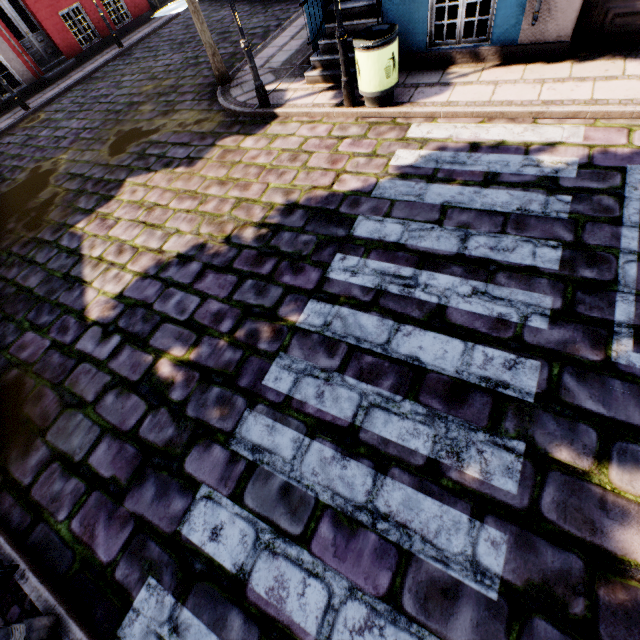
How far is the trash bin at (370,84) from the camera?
5.0m

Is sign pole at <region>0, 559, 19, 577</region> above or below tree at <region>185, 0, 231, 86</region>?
below

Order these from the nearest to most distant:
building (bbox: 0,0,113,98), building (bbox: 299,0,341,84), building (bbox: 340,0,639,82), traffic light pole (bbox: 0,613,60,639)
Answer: traffic light pole (bbox: 0,613,60,639) → building (bbox: 340,0,639,82) → building (bbox: 299,0,341,84) → building (bbox: 0,0,113,98)

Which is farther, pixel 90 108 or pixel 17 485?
pixel 90 108

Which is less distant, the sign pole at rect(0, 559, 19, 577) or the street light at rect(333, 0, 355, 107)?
the sign pole at rect(0, 559, 19, 577)

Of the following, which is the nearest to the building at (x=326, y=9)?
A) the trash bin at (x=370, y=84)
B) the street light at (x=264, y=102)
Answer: the trash bin at (x=370, y=84)

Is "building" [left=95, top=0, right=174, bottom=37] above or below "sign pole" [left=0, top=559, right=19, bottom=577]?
above

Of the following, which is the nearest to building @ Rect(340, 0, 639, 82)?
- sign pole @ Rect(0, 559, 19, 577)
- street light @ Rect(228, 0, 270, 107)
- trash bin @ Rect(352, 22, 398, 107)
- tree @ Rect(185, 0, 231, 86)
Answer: trash bin @ Rect(352, 22, 398, 107)
